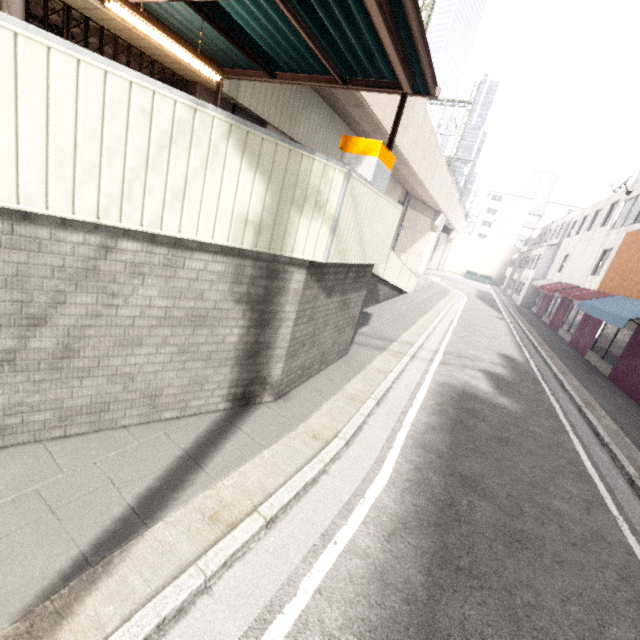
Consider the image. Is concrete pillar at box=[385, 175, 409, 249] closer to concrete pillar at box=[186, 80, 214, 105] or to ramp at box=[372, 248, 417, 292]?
ramp at box=[372, 248, 417, 292]

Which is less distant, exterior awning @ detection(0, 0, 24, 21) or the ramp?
exterior awning @ detection(0, 0, 24, 21)

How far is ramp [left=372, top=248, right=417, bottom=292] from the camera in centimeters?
1255cm

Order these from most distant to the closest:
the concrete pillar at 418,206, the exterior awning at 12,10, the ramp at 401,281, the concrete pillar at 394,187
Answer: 1. the concrete pillar at 418,206
2. the concrete pillar at 394,187
3. the ramp at 401,281
4. the exterior awning at 12,10

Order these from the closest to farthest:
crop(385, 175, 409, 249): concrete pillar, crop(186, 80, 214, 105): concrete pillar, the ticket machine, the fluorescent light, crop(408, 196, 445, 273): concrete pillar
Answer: the fluorescent light
the ticket machine
crop(186, 80, 214, 105): concrete pillar
crop(385, 175, 409, 249): concrete pillar
crop(408, 196, 445, 273): concrete pillar

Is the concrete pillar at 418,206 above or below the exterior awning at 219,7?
above

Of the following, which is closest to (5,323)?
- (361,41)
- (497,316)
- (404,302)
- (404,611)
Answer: (404,611)

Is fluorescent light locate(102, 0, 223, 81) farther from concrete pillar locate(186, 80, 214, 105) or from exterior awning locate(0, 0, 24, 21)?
concrete pillar locate(186, 80, 214, 105)
